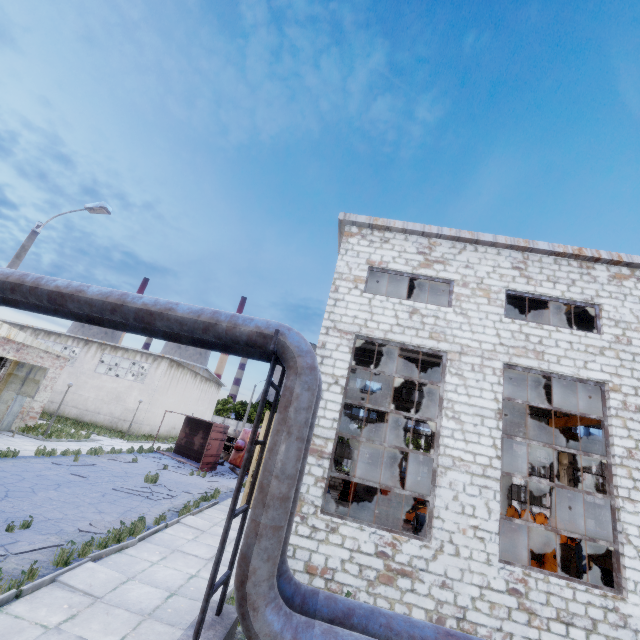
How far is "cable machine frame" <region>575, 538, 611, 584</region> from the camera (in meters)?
10.50

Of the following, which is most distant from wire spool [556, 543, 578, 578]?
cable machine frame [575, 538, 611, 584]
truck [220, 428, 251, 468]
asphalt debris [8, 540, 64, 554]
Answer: truck [220, 428, 251, 468]

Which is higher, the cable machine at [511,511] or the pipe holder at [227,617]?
the cable machine at [511,511]

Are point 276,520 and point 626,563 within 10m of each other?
yes

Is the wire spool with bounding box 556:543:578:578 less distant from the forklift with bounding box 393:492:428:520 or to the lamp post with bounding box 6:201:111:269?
the forklift with bounding box 393:492:428:520

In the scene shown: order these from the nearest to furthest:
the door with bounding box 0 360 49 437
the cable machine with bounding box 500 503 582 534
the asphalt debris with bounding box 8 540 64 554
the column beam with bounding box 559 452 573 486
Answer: the asphalt debris with bounding box 8 540 64 554
the door with bounding box 0 360 49 437
the cable machine with bounding box 500 503 582 534
the column beam with bounding box 559 452 573 486

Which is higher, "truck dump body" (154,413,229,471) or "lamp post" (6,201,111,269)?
"lamp post" (6,201,111,269)

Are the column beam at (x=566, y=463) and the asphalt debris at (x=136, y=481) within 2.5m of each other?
no
